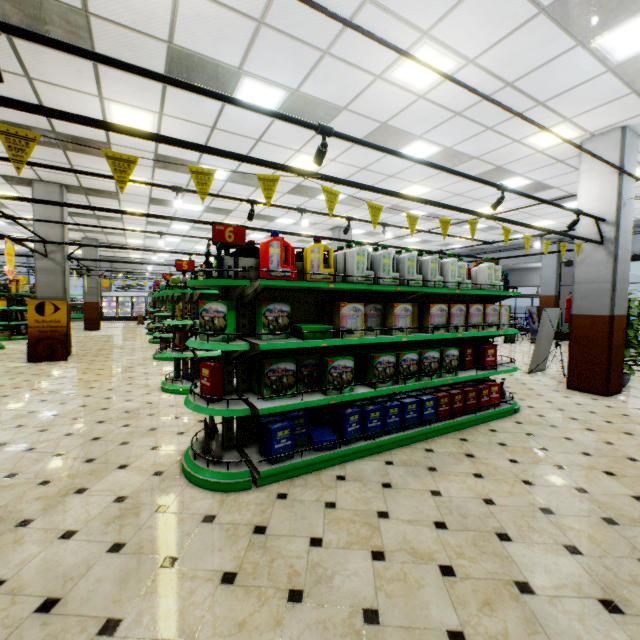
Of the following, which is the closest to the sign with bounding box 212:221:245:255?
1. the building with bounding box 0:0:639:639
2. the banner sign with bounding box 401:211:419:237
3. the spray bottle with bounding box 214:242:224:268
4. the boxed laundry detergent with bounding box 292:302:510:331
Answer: the spray bottle with bounding box 214:242:224:268

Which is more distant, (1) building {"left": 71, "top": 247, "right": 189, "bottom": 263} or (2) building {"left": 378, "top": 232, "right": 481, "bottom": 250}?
(1) building {"left": 71, "top": 247, "right": 189, "bottom": 263}

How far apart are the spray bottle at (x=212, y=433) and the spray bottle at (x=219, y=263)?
1.51m

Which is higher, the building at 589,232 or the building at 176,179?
the building at 176,179

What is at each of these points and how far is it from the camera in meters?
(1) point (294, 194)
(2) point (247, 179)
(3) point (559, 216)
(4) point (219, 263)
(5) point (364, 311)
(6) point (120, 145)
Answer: (1) building, 9.8 m
(2) building, 8.6 m
(3) building, 11.8 m
(4) spray bottle, 3.1 m
(5) boxed laundry detergent, 3.8 m
(6) building, 6.8 m

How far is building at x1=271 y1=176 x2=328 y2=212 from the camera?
8.8 meters

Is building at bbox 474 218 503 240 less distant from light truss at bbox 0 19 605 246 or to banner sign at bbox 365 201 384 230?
light truss at bbox 0 19 605 246
